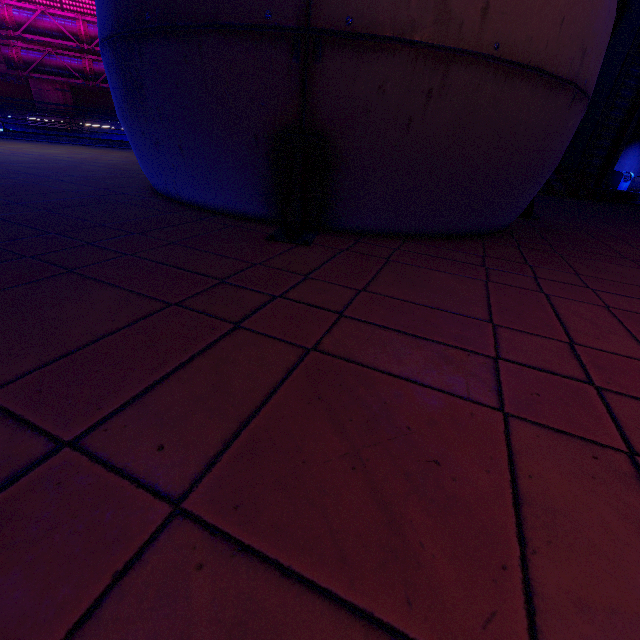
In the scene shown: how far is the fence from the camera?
12.87m

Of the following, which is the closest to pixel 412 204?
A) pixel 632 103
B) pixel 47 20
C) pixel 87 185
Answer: pixel 87 185

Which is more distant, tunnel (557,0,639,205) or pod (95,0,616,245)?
tunnel (557,0,639,205)

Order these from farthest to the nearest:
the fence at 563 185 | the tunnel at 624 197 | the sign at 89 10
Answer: the sign at 89 10 → the fence at 563 185 → the tunnel at 624 197

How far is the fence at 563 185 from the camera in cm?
1287

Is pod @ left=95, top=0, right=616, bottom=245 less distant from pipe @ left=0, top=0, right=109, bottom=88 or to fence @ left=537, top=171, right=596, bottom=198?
pipe @ left=0, top=0, right=109, bottom=88

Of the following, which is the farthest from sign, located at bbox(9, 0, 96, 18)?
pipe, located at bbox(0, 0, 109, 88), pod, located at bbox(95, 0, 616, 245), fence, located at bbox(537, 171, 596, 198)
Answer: fence, located at bbox(537, 171, 596, 198)

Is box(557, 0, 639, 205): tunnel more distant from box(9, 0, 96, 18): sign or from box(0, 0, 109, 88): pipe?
box(9, 0, 96, 18): sign
